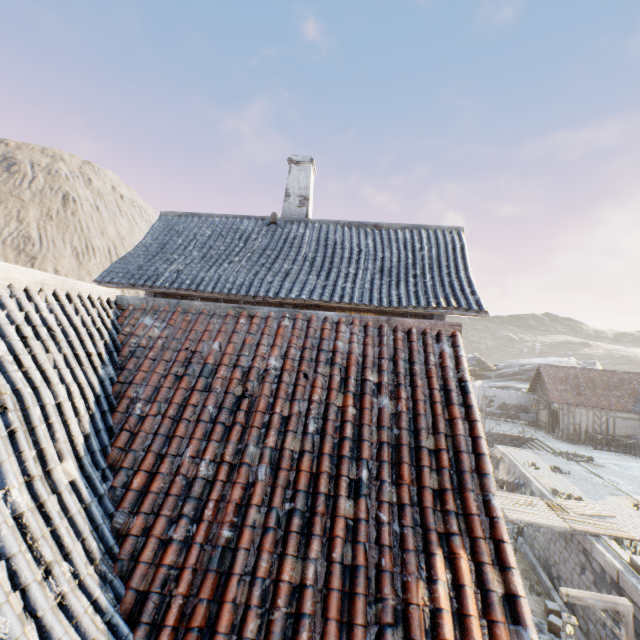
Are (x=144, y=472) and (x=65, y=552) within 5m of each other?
yes

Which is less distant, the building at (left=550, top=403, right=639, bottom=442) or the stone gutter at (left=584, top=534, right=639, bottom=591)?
A: the stone gutter at (left=584, top=534, right=639, bottom=591)

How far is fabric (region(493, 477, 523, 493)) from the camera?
16.6m

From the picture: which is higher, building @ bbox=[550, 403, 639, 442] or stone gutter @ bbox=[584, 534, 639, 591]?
building @ bbox=[550, 403, 639, 442]

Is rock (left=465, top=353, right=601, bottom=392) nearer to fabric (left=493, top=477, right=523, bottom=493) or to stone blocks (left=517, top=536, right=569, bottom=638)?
stone blocks (left=517, top=536, right=569, bottom=638)

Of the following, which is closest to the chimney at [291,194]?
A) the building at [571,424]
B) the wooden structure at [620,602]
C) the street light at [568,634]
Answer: the wooden structure at [620,602]

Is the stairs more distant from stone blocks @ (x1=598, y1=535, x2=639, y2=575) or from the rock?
the rock

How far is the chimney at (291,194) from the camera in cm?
1099
